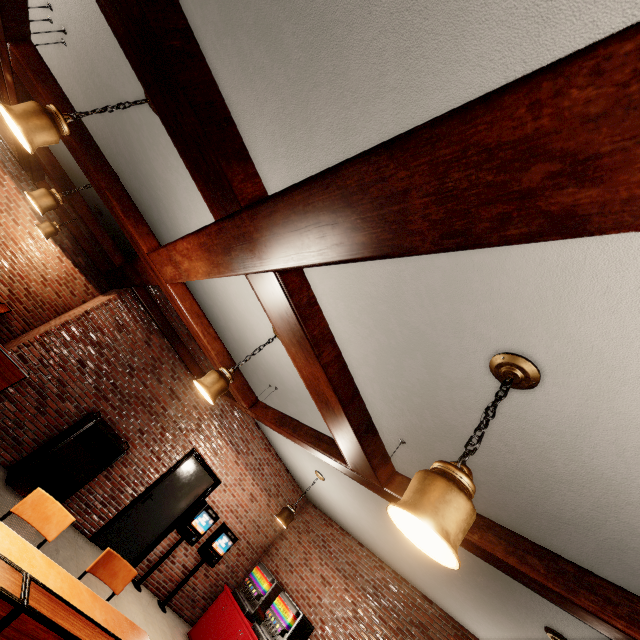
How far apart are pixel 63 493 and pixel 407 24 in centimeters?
683cm
